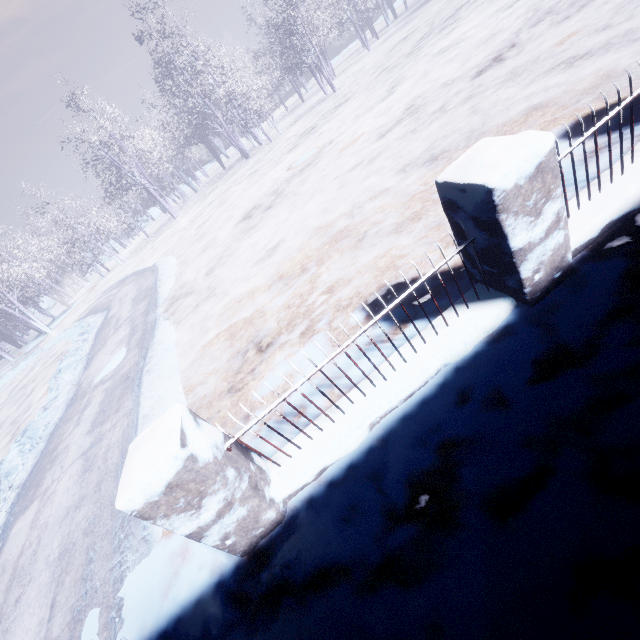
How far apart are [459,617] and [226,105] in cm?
2005
